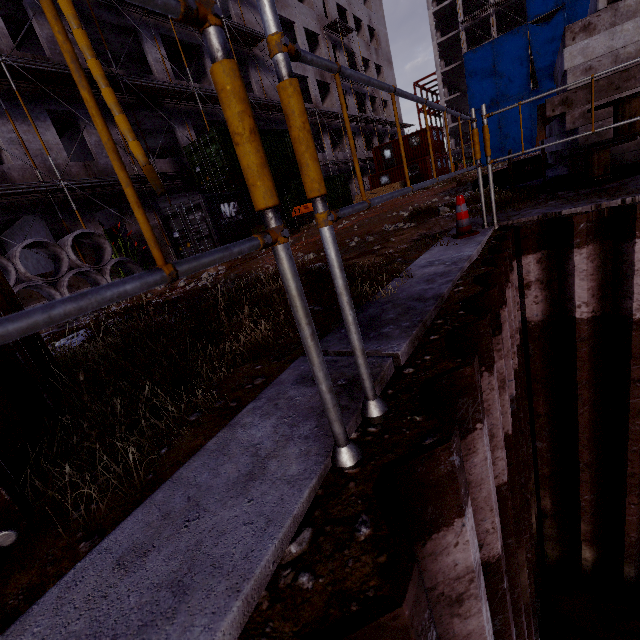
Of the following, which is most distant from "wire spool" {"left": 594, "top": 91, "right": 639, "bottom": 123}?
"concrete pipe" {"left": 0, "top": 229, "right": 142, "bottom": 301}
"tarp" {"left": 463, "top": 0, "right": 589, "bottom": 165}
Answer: "tarp" {"left": 463, "top": 0, "right": 589, "bottom": 165}

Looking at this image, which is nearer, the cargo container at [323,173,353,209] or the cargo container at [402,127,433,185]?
the cargo container at [323,173,353,209]

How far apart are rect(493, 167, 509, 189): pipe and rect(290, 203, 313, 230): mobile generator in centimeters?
890cm

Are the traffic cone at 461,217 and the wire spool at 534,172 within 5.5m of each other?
yes

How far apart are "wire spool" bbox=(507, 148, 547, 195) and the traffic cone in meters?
2.6 m

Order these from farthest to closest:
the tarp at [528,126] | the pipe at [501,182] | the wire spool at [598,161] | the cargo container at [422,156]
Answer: the tarp at [528,126], the cargo container at [422,156], the pipe at [501,182], the wire spool at [598,161]

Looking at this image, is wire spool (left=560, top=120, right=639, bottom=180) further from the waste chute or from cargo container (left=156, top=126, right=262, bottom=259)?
Answer: the waste chute

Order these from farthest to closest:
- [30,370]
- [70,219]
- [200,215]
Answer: [70,219] → [200,215] → [30,370]
